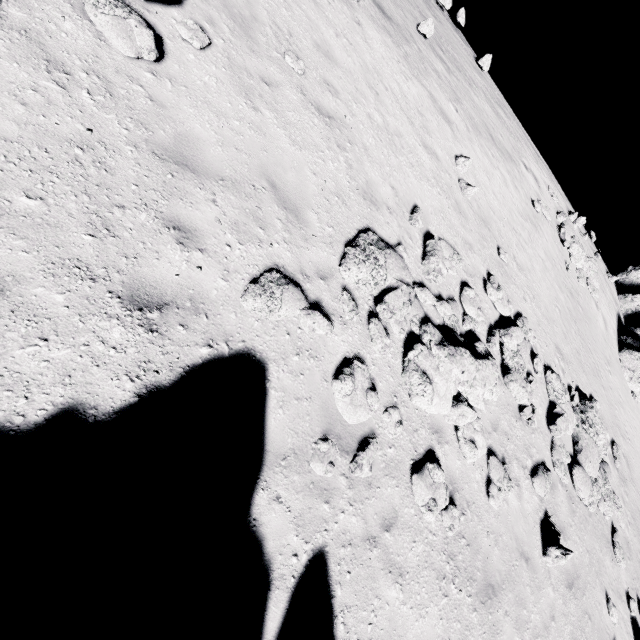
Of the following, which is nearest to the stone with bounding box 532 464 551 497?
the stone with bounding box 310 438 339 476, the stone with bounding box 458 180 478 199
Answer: the stone with bounding box 310 438 339 476

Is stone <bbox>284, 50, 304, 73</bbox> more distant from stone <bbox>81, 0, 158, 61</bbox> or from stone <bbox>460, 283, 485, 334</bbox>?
stone <bbox>460, 283, 485, 334</bbox>

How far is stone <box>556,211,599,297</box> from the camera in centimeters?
1656cm

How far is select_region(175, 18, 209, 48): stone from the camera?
5.2m

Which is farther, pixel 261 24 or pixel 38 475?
pixel 261 24

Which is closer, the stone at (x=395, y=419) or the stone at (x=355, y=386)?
the stone at (x=355, y=386)

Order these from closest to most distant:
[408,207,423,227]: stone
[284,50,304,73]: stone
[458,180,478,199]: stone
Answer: [284,50,304,73]: stone → [408,207,423,227]: stone → [458,180,478,199]: stone

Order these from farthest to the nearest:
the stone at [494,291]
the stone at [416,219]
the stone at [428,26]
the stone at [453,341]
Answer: the stone at [428,26] < the stone at [494,291] < the stone at [416,219] < the stone at [453,341]
